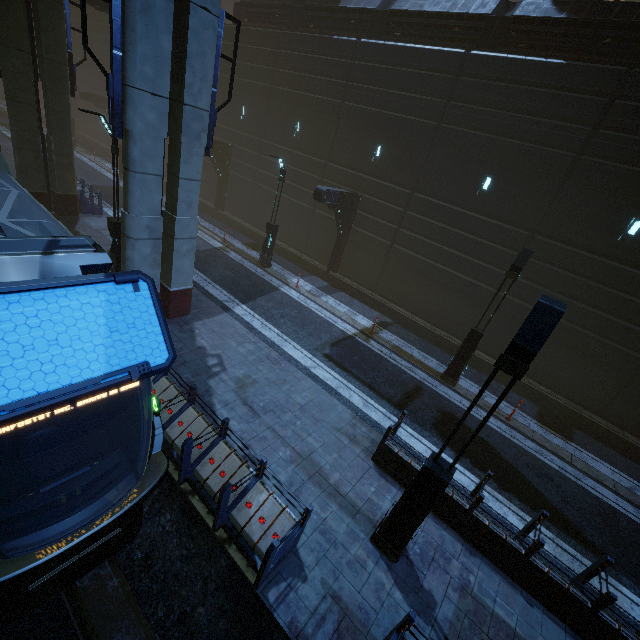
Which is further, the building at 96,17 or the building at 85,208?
the building at 96,17

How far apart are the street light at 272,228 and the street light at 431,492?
13.3 meters

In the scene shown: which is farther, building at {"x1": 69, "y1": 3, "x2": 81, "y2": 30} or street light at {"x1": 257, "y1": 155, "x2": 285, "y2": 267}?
building at {"x1": 69, "y1": 3, "x2": 81, "y2": 30}

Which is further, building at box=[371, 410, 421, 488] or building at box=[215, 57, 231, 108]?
building at box=[215, 57, 231, 108]

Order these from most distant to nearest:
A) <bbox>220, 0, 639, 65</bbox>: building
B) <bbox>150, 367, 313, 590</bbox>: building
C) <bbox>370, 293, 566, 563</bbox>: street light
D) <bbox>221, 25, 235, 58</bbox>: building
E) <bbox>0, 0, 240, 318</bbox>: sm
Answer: <bbox>221, 25, 235, 58</bbox>: building < <bbox>220, 0, 639, 65</bbox>: building < <bbox>0, 0, 240, 318</bbox>: sm < <bbox>150, 367, 313, 590</bbox>: building < <bbox>370, 293, 566, 563</bbox>: street light

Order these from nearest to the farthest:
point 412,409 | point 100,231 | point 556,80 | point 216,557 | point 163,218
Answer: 1. point 216,557
2. point 163,218
3. point 412,409
4. point 556,80
5. point 100,231

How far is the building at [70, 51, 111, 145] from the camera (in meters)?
31.05
